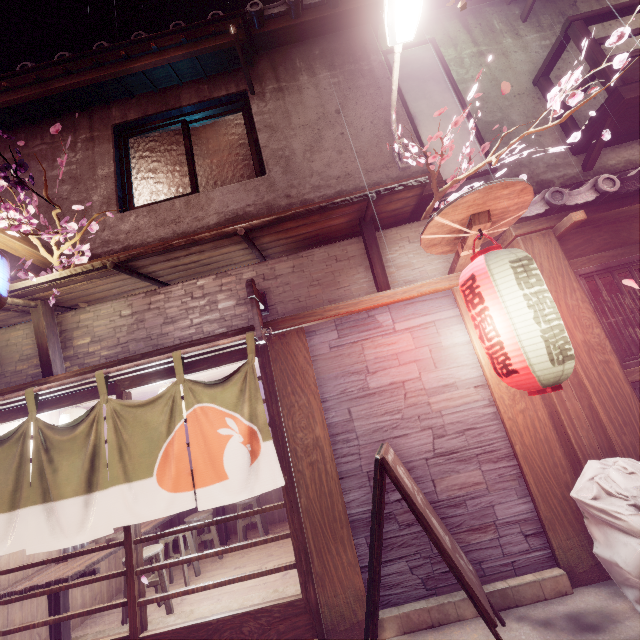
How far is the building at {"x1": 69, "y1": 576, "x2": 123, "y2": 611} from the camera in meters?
8.0

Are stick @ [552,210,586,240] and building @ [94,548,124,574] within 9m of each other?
no

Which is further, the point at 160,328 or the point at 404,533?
the point at 160,328

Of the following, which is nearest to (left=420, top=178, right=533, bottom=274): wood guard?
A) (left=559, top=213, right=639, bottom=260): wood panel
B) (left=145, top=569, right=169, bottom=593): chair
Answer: (left=559, top=213, right=639, bottom=260): wood panel

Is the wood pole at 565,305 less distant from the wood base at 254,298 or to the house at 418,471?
the house at 418,471

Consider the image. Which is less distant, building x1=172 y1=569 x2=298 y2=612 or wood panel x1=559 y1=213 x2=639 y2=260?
wood panel x1=559 y1=213 x2=639 y2=260

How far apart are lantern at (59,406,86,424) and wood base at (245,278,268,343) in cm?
564

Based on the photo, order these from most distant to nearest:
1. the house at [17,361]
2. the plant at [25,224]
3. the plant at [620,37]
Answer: the house at [17,361] < the plant at [25,224] < the plant at [620,37]
